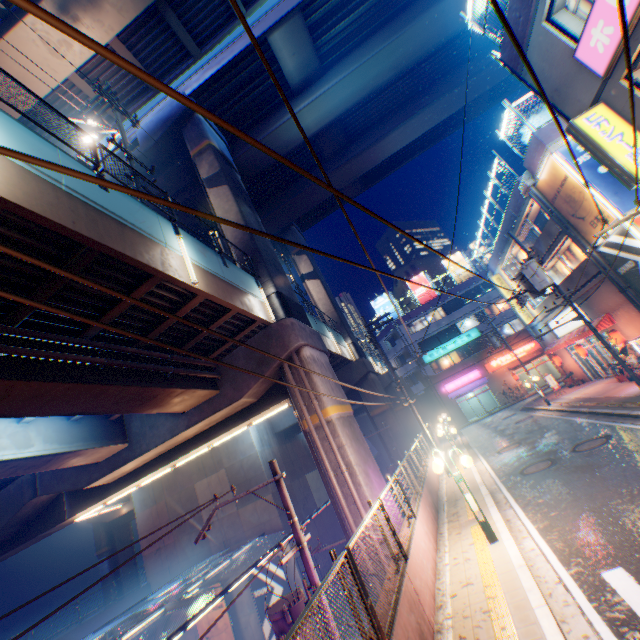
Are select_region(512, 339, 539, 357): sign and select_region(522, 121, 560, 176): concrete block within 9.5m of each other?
no

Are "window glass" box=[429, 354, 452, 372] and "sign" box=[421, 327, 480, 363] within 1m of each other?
yes

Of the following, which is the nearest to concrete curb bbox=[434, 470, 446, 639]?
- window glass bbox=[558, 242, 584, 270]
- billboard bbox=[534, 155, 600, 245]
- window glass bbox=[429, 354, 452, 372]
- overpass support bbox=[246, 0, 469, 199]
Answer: overpass support bbox=[246, 0, 469, 199]

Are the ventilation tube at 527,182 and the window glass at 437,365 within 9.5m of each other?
no

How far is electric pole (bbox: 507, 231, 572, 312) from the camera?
16.56m

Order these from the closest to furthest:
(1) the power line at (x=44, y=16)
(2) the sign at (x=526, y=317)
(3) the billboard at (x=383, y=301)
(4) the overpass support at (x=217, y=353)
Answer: (1) the power line at (x=44, y=16), (4) the overpass support at (x=217, y=353), (2) the sign at (x=526, y=317), (3) the billboard at (x=383, y=301)

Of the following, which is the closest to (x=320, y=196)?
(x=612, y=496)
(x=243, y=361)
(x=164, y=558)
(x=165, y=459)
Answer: (x=243, y=361)

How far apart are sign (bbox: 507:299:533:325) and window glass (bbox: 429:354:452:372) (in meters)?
13.53
